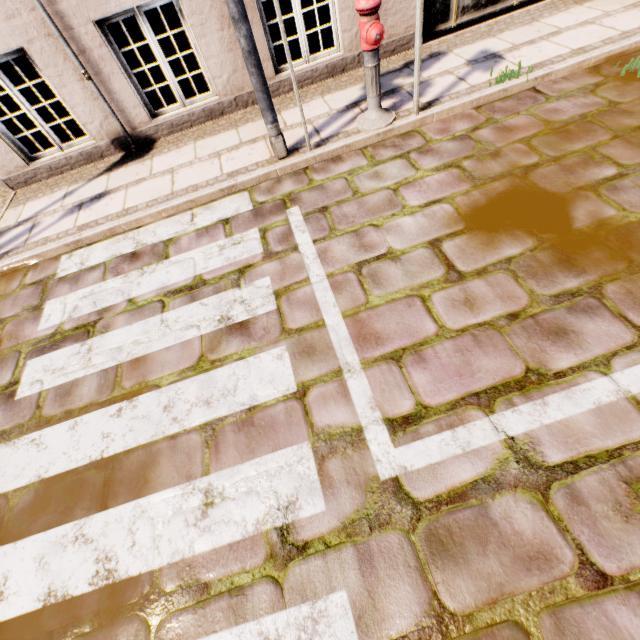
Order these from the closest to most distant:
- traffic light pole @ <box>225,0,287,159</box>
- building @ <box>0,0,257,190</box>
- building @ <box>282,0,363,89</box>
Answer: traffic light pole @ <box>225,0,287,159</box>
building @ <box>0,0,257,190</box>
building @ <box>282,0,363,89</box>

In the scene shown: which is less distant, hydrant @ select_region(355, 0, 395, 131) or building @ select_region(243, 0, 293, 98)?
hydrant @ select_region(355, 0, 395, 131)

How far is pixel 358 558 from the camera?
1.7m

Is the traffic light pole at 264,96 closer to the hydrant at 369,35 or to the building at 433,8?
the hydrant at 369,35

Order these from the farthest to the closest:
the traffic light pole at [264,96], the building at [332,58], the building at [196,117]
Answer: the building at [332,58]
the building at [196,117]
the traffic light pole at [264,96]

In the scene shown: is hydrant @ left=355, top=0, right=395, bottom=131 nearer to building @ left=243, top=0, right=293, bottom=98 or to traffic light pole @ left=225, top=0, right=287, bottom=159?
traffic light pole @ left=225, top=0, right=287, bottom=159

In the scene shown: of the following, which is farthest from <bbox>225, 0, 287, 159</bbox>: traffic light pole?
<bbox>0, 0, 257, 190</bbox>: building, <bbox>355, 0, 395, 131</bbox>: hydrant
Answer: <bbox>0, 0, 257, 190</bbox>: building
